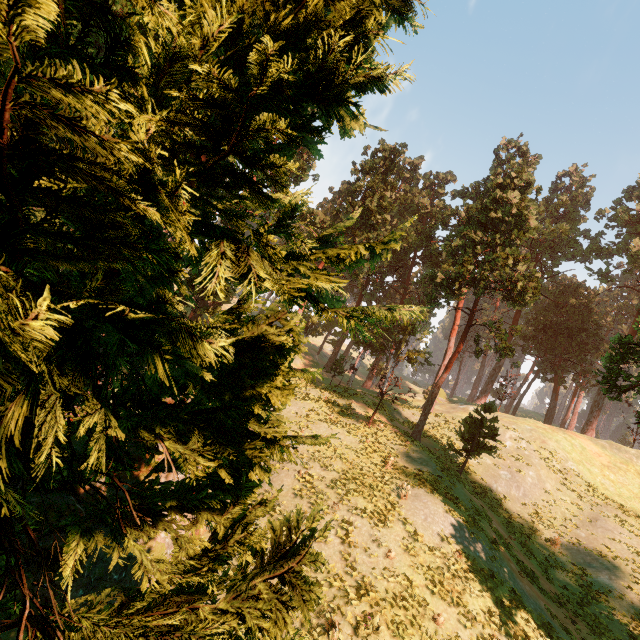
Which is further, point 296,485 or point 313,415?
point 313,415
